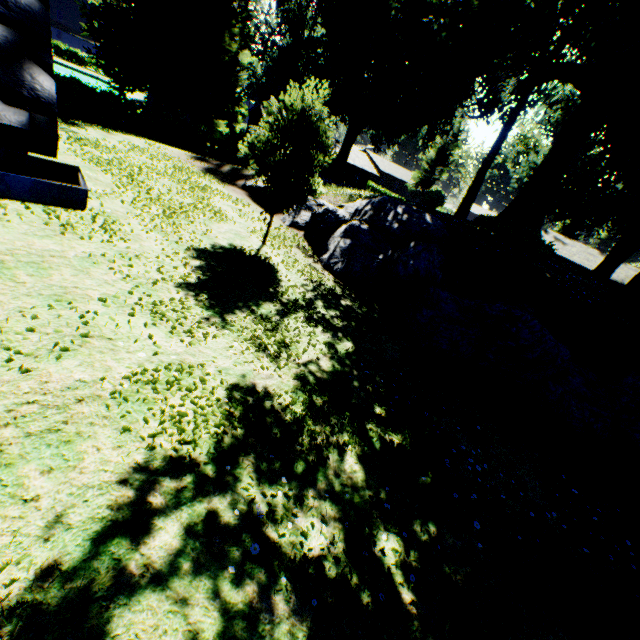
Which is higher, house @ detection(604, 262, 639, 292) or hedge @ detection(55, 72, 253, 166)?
house @ detection(604, 262, 639, 292)

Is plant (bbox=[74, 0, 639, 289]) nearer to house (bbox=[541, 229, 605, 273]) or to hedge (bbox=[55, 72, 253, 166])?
house (bbox=[541, 229, 605, 273])

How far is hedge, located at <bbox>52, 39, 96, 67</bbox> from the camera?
Result: 47.1m

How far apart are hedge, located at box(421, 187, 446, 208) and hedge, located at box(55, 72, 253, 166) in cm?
2124

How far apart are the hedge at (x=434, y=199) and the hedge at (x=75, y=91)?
21.2m

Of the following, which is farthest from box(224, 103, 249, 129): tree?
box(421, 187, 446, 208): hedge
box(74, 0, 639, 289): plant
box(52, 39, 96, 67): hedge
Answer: box(421, 187, 446, 208): hedge

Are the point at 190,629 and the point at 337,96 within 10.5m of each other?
no

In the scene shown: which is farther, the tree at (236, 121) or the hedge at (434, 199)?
the tree at (236, 121)
